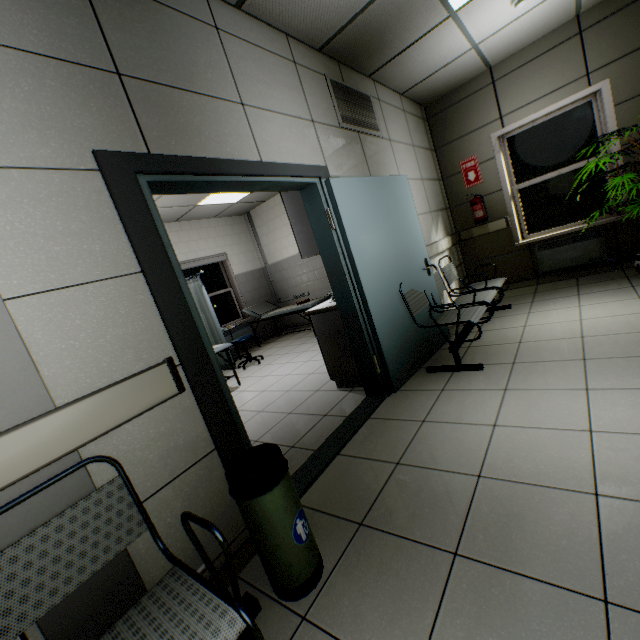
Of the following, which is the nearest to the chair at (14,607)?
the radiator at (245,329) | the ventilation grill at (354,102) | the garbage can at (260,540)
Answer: the garbage can at (260,540)

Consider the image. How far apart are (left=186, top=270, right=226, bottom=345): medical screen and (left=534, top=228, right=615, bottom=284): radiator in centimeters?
531cm

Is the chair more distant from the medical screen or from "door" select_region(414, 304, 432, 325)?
the medical screen

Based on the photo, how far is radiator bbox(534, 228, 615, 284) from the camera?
4.49m

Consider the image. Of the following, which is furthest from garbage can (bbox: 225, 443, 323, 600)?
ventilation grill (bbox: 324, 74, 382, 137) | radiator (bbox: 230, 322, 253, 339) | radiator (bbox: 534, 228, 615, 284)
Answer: radiator (bbox: 230, 322, 253, 339)

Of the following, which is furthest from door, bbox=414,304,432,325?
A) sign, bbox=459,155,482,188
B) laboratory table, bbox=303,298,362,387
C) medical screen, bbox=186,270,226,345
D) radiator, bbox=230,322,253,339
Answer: radiator, bbox=230,322,253,339

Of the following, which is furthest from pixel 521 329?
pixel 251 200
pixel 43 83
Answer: pixel 251 200

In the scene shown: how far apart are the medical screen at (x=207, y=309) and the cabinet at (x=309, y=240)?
2.76m
